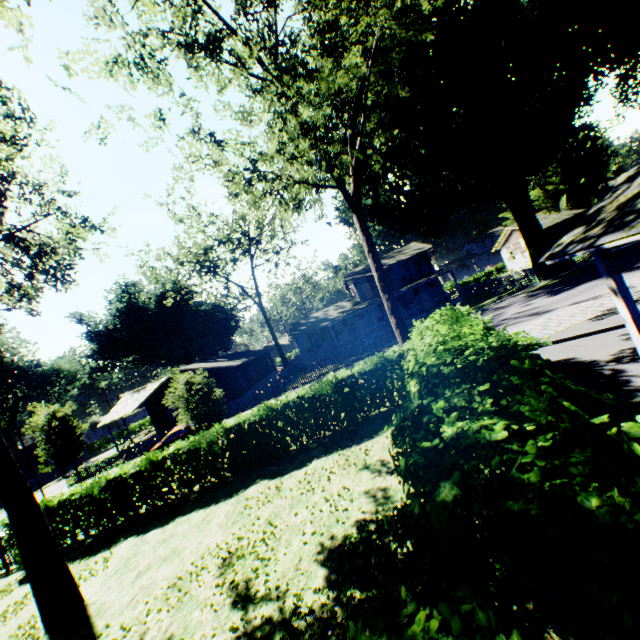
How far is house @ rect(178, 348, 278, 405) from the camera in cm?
3478

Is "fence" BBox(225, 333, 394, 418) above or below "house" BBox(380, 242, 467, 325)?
below

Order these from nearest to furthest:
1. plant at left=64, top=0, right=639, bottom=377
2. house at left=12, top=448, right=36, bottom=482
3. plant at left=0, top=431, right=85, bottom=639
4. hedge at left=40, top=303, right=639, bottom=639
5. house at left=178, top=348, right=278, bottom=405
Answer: hedge at left=40, top=303, right=639, bottom=639 → plant at left=0, top=431, right=85, bottom=639 → plant at left=64, top=0, right=639, bottom=377 → house at left=178, top=348, right=278, bottom=405 → house at left=12, top=448, right=36, bottom=482

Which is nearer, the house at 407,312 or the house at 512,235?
the house at 407,312

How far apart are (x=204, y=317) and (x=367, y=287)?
26.4 meters

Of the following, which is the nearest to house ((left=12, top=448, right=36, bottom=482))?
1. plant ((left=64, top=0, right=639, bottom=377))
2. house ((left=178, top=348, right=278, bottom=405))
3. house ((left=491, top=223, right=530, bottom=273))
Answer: plant ((left=64, top=0, right=639, bottom=377))

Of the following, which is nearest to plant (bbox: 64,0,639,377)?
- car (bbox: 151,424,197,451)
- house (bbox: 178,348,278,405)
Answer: house (bbox: 178,348,278,405)

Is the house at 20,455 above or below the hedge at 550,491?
above
